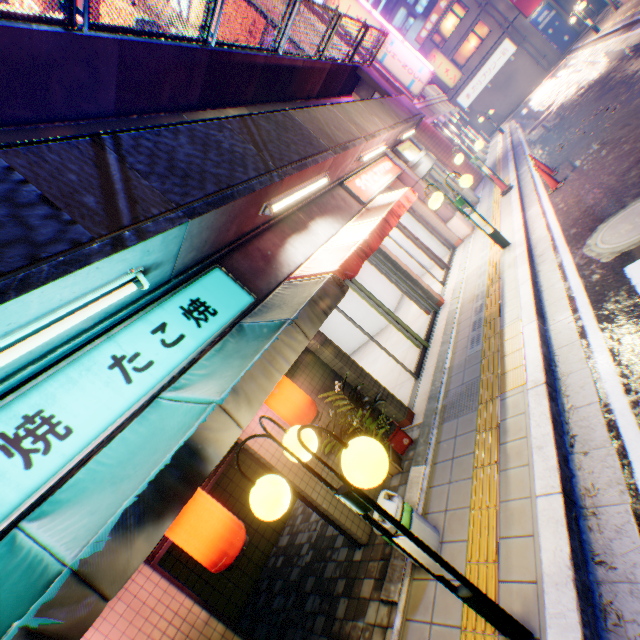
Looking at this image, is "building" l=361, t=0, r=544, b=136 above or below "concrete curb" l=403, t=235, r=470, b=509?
above

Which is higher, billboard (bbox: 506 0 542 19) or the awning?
billboard (bbox: 506 0 542 19)

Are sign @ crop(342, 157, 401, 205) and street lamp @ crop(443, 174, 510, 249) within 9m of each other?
yes

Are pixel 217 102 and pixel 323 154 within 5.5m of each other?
yes

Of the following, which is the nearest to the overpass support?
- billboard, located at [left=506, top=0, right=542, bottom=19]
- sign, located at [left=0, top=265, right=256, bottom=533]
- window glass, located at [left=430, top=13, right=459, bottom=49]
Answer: billboard, located at [left=506, top=0, right=542, bottom=19]

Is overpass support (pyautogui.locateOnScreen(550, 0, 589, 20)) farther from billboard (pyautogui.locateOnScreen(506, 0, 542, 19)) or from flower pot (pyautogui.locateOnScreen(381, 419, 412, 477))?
flower pot (pyautogui.locateOnScreen(381, 419, 412, 477))

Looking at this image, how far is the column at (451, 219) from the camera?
11.1m

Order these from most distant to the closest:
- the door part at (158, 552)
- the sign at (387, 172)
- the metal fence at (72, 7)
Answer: the sign at (387, 172) → the metal fence at (72, 7) → the door part at (158, 552)
